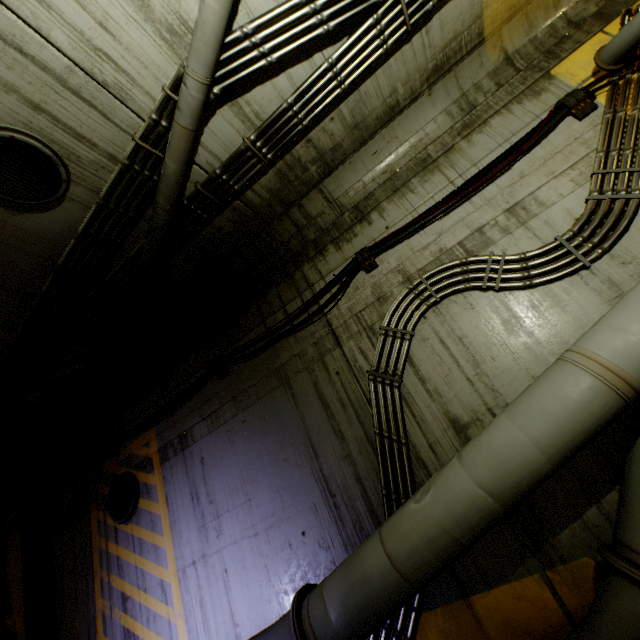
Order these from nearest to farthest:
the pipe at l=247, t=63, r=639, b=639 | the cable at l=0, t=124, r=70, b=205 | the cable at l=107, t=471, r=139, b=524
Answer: the pipe at l=247, t=63, r=639, b=639, the cable at l=0, t=124, r=70, b=205, the cable at l=107, t=471, r=139, b=524

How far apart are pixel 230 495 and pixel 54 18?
5.5m

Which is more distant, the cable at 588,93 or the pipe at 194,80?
the cable at 588,93

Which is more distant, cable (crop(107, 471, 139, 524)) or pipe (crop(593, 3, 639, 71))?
cable (crop(107, 471, 139, 524))

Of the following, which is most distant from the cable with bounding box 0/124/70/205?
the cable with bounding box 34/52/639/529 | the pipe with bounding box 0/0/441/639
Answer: the cable with bounding box 34/52/639/529

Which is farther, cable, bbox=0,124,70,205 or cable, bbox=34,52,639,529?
cable, bbox=34,52,639,529

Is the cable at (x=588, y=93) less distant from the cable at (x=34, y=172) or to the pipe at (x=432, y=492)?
the pipe at (x=432, y=492)
